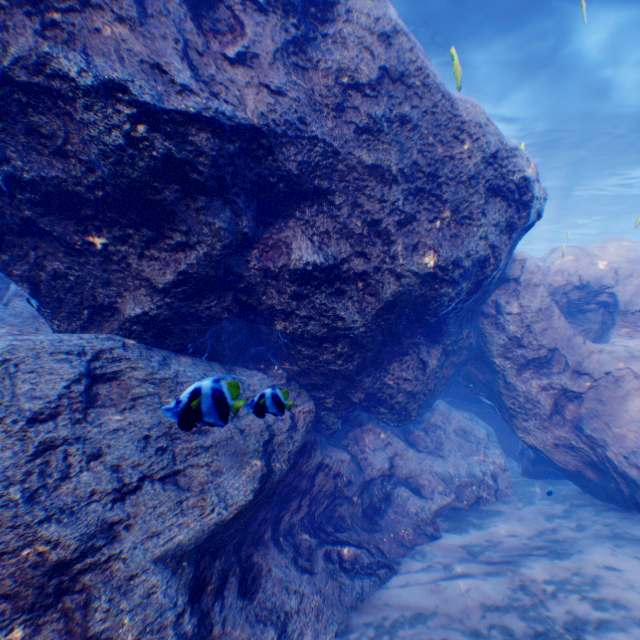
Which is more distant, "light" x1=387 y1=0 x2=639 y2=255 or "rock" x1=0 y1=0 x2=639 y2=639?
"light" x1=387 y1=0 x2=639 y2=255

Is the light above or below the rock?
above

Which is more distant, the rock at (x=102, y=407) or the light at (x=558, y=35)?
the light at (x=558, y=35)

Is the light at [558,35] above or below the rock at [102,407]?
above

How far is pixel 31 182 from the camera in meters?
2.8 m
